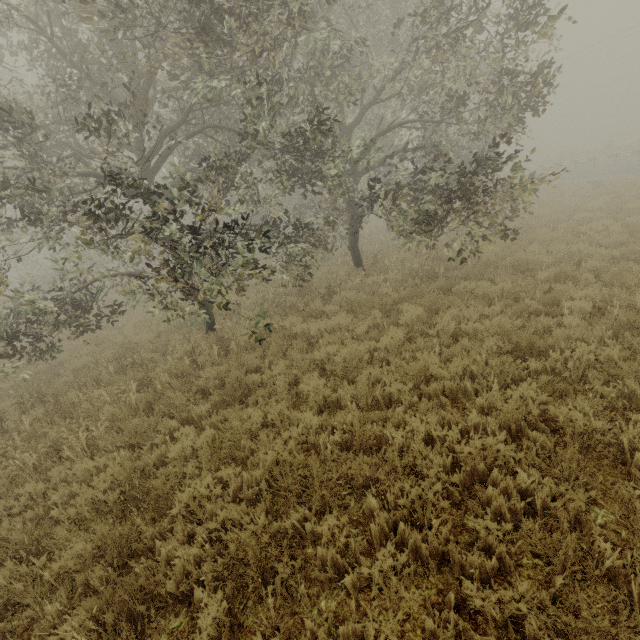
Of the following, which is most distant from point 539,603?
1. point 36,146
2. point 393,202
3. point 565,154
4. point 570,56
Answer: point 570,56
